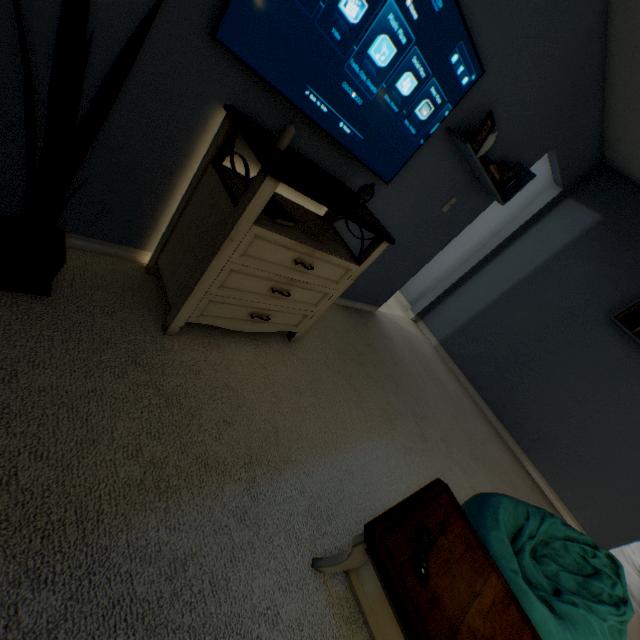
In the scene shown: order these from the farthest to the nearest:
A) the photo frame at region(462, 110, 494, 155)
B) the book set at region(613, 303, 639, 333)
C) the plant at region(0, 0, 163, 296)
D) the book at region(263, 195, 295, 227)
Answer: the book set at region(613, 303, 639, 333), the photo frame at region(462, 110, 494, 155), the book at region(263, 195, 295, 227), the plant at region(0, 0, 163, 296)

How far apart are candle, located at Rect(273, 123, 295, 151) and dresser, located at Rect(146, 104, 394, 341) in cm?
17

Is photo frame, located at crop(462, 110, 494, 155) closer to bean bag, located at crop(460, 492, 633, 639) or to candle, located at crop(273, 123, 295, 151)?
candle, located at crop(273, 123, 295, 151)

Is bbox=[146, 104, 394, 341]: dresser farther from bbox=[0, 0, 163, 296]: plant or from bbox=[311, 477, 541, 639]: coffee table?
bbox=[311, 477, 541, 639]: coffee table

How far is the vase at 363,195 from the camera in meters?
1.7

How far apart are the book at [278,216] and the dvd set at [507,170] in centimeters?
183cm

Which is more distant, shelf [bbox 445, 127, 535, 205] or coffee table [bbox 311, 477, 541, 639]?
shelf [bbox 445, 127, 535, 205]

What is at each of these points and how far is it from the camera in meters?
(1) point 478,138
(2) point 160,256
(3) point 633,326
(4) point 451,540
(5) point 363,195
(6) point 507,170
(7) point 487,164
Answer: (1) photo frame, 2.0 m
(2) dresser, 1.6 m
(3) book set, 2.8 m
(4) coffee table, 1.3 m
(5) vase, 1.7 m
(6) dvd set, 2.4 m
(7) book, 2.2 m
